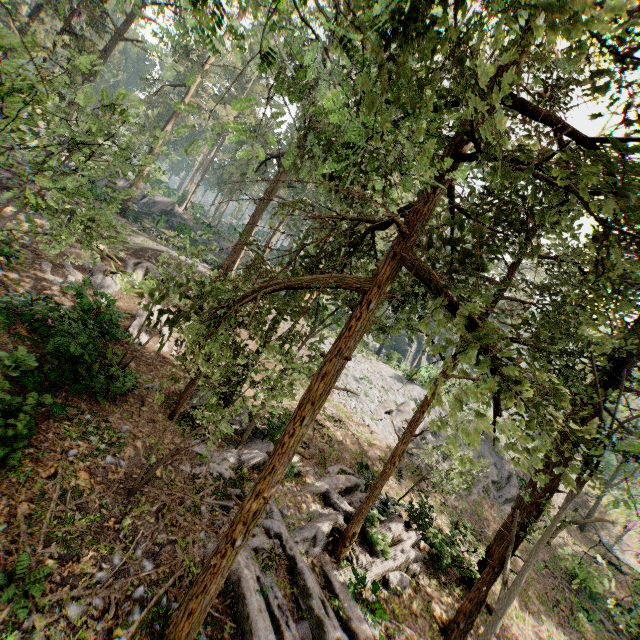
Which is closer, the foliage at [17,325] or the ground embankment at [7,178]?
the foliage at [17,325]

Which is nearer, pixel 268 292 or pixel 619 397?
pixel 268 292

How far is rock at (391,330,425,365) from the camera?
56.03m

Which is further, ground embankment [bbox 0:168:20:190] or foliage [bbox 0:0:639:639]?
ground embankment [bbox 0:168:20:190]

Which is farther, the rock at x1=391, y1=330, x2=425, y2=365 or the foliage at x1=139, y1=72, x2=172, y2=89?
the rock at x1=391, y1=330, x2=425, y2=365

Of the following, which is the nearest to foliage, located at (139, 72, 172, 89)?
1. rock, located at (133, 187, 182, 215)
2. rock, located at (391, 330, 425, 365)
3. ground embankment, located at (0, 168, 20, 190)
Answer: ground embankment, located at (0, 168, 20, 190)

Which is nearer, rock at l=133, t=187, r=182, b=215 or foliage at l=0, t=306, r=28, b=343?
foliage at l=0, t=306, r=28, b=343

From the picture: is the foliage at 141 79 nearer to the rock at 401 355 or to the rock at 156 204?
the rock at 401 355
